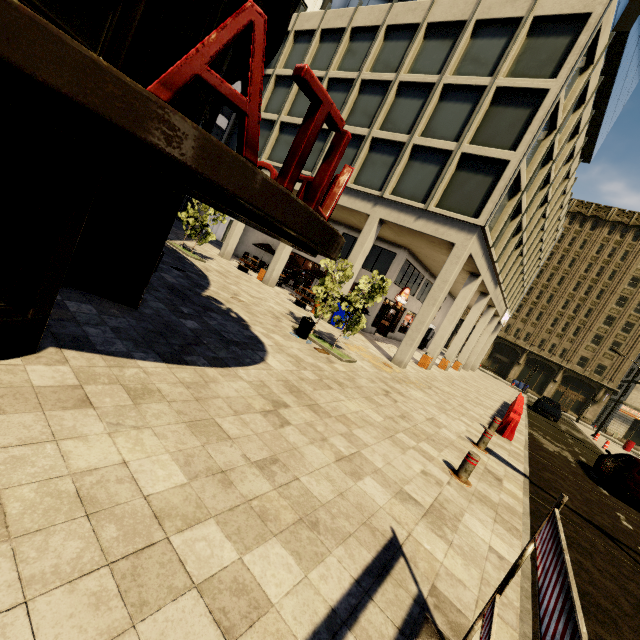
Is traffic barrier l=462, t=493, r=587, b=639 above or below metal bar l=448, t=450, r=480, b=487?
above

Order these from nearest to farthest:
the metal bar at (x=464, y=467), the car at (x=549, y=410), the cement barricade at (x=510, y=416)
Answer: the metal bar at (x=464, y=467) < the cement barricade at (x=510, y=416) < the car at (x=549, y=410)

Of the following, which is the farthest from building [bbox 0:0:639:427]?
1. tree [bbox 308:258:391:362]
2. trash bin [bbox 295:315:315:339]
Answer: trash bin [bbox 295:315:315:339]

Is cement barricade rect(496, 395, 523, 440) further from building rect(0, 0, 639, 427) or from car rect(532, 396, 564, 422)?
car rect(532, 396, 564, 422)

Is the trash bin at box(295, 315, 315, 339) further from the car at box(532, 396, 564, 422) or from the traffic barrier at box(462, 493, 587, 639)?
the car at box(532, 396, 564, 422)

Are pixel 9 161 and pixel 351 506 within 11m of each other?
yes

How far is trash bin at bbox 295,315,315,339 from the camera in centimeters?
1065cm

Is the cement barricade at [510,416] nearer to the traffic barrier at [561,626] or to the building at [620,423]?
the building at [620,423]
